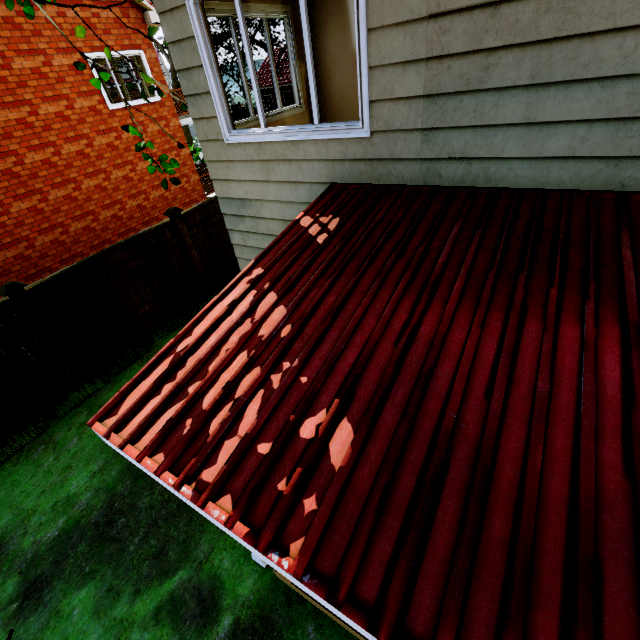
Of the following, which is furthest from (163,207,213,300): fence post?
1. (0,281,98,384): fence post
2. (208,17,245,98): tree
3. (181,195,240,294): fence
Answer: (208,17,245,98): tree

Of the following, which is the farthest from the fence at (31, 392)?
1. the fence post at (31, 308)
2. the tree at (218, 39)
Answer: the tree at (218, 39)

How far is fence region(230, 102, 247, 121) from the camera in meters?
33.8

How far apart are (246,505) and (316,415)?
0.5 meters

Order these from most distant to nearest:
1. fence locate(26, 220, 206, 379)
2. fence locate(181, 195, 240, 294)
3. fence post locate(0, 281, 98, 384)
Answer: fence locate(181, 195, 240, 294)
fence locate(26, 220, 206, 379)
fence post locate(0, 281, 98, 384)

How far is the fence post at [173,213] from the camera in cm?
745

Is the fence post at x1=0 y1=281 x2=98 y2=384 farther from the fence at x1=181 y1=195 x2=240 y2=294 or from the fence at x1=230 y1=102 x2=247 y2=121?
the fence at x1=230 y1=102 x2=247 y2=121

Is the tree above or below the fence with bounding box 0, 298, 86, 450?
above
